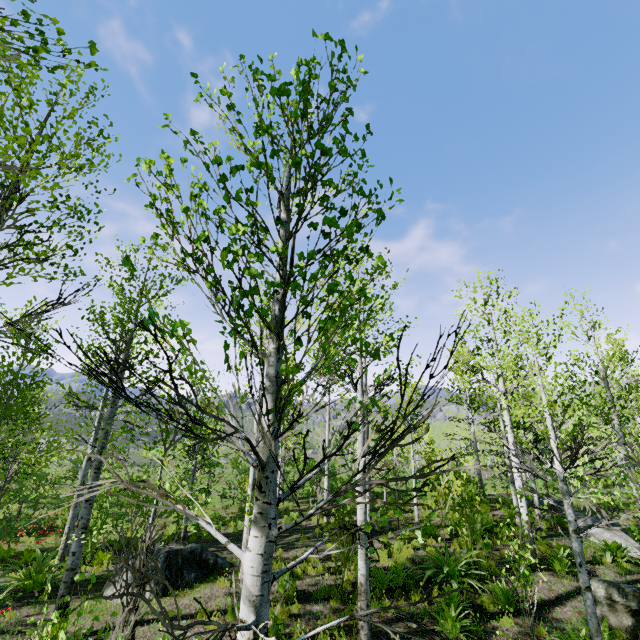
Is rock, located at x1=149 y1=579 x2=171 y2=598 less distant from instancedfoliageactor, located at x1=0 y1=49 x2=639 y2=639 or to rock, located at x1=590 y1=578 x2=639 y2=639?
instancedfoliageactor, located at x1=0 y1=49 x2=639 y2=639

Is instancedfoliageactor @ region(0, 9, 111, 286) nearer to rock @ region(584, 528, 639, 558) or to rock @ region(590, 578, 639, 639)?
rock @ region(584, 528, 639, 558)

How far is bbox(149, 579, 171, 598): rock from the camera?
8.0m

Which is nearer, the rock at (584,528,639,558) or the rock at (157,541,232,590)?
the rock at (157,541,232,590)

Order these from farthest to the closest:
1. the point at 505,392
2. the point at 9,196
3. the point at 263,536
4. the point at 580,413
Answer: the point at 580,413 → the point at 505,392 → the point at 9,196 → the point at 263,536

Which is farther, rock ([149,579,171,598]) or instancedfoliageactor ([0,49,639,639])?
rock ([149,579,171,598])

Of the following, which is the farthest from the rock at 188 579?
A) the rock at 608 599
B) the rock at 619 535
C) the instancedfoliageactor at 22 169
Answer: the rock at 619 535

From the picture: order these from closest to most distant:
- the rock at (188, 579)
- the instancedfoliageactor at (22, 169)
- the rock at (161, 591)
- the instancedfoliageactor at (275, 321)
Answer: the instancedfoliageactor at (275, 321)
the instancedfoliageactor at (22, 169)
the rock at (161, 591)
the rock at (188, 579)
